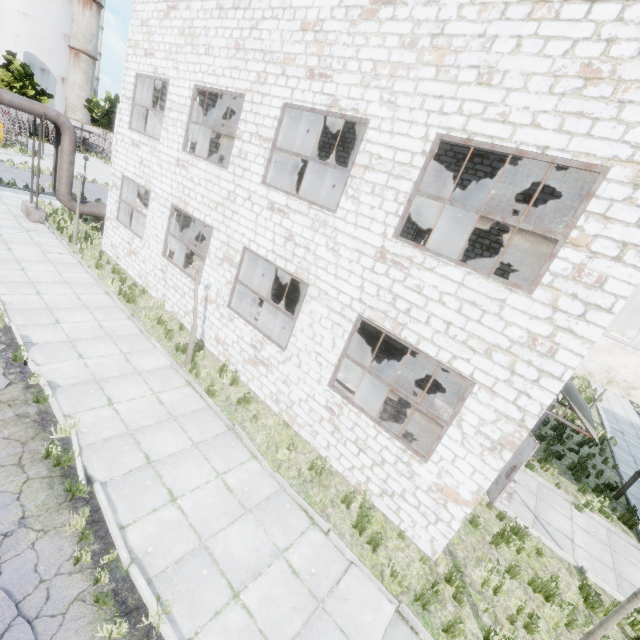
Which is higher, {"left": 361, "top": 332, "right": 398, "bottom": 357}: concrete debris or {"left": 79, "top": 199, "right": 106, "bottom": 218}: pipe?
{"left": 79, "top": 199, "right": 106, "bottom": 218}: pipe

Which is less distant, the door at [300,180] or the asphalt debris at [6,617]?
the asphalt debris at [6,617]

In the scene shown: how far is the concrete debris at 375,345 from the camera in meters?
15.7

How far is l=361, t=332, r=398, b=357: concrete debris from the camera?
15.7m

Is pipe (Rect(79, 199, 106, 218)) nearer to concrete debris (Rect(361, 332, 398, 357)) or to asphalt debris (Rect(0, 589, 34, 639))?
asphalt debris (Rect(0, 589, 34, 639))

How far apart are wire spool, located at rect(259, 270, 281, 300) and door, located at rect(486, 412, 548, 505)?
10.75m

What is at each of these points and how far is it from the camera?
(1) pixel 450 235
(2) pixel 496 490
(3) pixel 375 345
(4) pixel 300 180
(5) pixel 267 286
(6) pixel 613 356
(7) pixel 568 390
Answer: (1) door, 14.7m
(2) door, 8.5m
(3) concrete debris, 16.1m
(4) door, 19.6m
(5) wire spool, 15.8m
(6) building, 6.9m
(7) awning, 8.9m

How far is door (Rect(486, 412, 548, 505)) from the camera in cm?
800
